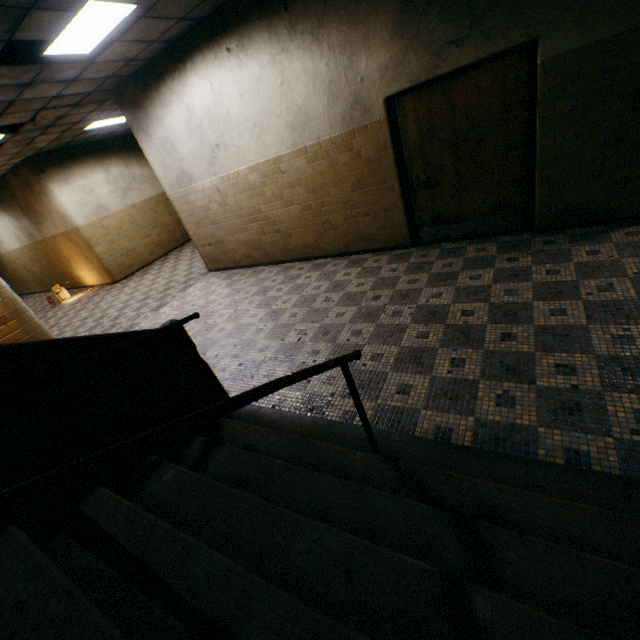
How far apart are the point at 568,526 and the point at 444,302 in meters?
2.7 m

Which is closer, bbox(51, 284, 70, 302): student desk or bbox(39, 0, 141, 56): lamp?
bbox(39, 0, 141, 56): lamp

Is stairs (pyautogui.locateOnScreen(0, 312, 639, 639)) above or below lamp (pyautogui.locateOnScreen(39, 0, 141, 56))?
below

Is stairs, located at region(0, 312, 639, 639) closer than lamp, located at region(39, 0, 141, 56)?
Yes

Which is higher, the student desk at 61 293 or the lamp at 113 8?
the lamp at 113 8

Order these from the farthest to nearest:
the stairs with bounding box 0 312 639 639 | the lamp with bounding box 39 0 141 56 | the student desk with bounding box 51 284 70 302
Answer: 1. the student desk with bounding box 51 284 70 302
2. the lamp with bounding box 39 0 141 56
3. the stairs with bounding box 0 312 639 639

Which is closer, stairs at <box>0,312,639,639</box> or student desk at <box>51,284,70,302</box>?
stairs at <box>0,312,639,639</box>

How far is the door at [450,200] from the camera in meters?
3.8 m
